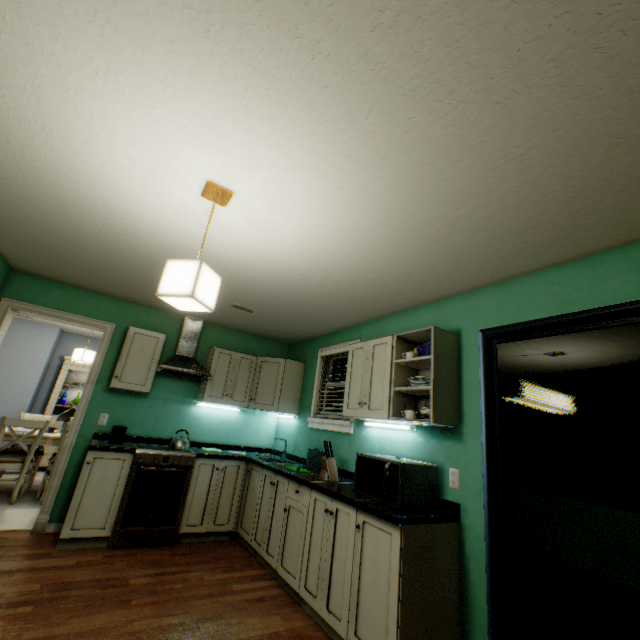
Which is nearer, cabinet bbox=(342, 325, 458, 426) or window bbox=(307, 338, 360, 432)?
cabinet bbox=(342, 325, 458, 426)

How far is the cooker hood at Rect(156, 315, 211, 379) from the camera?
3.7 meters

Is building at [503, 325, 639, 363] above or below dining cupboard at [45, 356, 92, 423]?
above

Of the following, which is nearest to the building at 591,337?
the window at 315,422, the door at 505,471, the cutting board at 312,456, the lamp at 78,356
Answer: Result: the door at 505,471

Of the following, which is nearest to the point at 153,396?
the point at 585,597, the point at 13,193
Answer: the point at 13,193

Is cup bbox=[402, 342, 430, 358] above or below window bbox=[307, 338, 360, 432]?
above

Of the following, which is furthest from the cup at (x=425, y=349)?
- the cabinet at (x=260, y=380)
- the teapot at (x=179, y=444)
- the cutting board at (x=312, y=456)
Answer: the teapot at (x=179, y=444)

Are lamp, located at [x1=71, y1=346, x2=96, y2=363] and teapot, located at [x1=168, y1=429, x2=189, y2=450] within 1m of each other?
no
